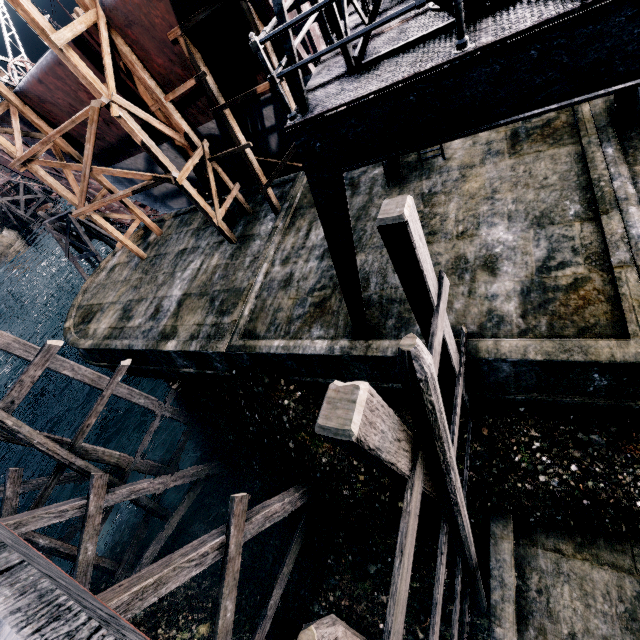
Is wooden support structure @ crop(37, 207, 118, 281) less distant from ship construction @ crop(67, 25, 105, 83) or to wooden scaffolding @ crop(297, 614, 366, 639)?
ship construction @ crop(67, 25, 105, 83)

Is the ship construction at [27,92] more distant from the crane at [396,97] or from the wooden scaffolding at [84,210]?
the crane at [396,97]

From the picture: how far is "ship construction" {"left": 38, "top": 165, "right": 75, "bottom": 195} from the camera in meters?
25.1 m

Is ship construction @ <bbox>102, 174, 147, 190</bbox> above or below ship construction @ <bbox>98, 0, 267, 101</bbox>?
below

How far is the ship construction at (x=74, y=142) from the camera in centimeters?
1694cm

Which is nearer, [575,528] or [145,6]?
[575,528]

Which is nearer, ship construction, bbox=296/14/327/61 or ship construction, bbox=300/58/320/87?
ship construction, bbox=296/14/327/61

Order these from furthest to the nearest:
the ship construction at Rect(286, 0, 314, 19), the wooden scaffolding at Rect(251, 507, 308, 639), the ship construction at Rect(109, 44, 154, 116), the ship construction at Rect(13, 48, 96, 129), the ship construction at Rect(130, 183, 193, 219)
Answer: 1. the ship construction at Rect(130, 183, 193, 219)
2. the ship construction at Rect(13, 48, 96, 129)
3. the ship construction at Rect(109, 44, 154, 116)
4. the ship construction at Rect(286, 0, 314, 19)
5. the wooden scaffolding at Rect(251, 507, 308, 639)
